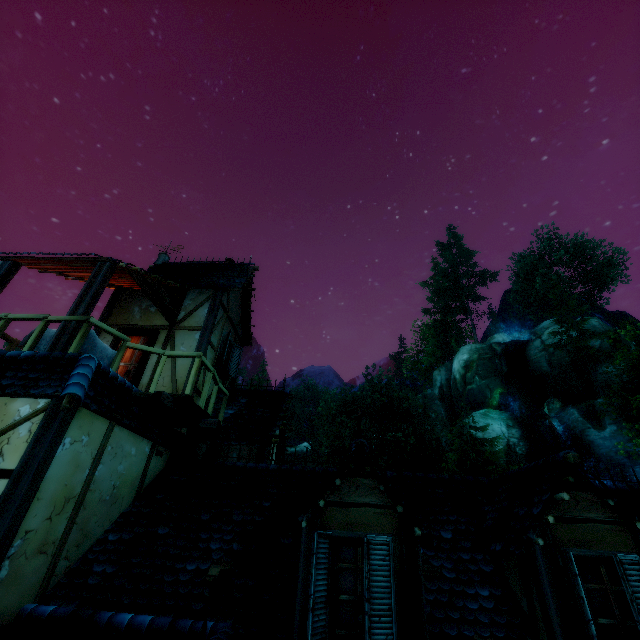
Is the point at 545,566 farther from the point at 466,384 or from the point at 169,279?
the point at 466,384

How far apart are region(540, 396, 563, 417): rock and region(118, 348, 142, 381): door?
37.95m

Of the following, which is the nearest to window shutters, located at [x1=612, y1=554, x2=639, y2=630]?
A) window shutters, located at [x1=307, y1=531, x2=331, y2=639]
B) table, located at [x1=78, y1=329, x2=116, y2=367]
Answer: window shutters, located at [x1=307, y1=531, x2=331, y2=639]

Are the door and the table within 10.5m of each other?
yes

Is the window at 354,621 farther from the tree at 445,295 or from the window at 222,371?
the tree at 445,295

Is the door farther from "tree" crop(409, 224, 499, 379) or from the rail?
"tree" crop(409, 224, 499, 379)

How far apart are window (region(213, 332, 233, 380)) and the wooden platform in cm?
216

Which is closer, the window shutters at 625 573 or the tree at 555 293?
the window shutters at 625 573
